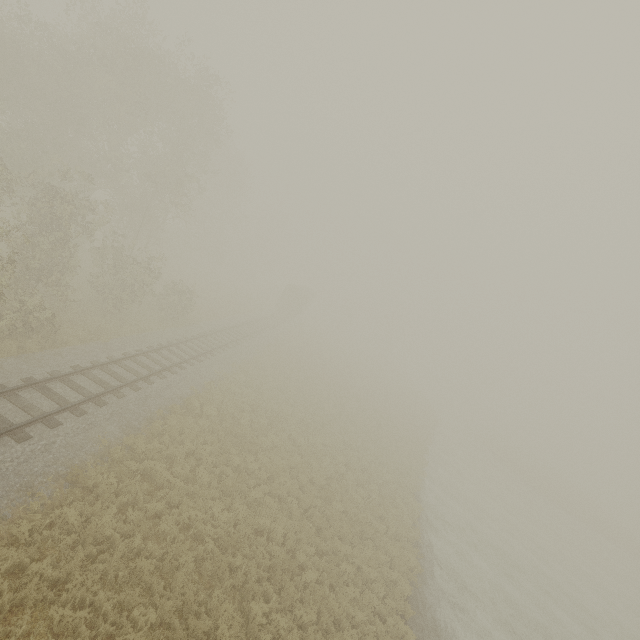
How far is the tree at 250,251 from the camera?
56.0m

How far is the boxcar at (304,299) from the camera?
47.02m

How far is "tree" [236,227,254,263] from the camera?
56.0 meters

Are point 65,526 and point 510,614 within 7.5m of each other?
no

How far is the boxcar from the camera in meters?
47.0 m

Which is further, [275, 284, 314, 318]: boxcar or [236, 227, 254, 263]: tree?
[236, 227, 254, 263]: tree
